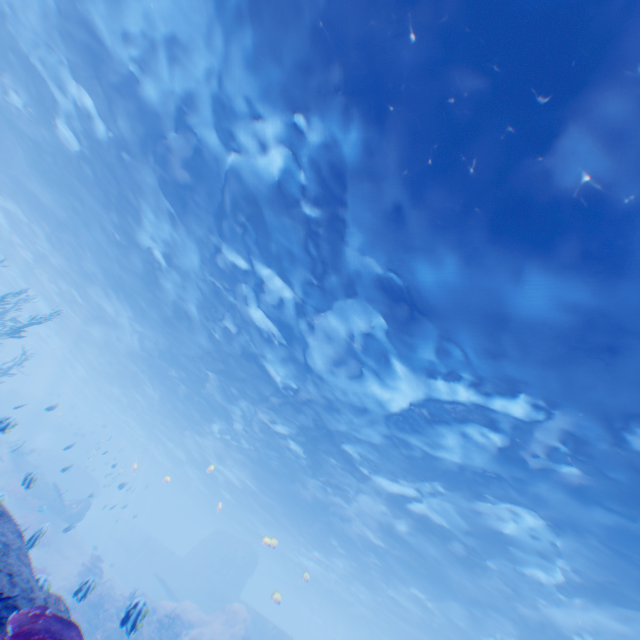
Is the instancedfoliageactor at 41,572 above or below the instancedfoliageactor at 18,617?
below

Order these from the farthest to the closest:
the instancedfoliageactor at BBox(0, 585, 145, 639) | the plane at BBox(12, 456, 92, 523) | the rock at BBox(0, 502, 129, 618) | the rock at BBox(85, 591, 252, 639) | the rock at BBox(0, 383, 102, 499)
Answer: the rock at BBox(0, 383, 102, 499) → the plane at BBox(12, 456, 92, 523) → the rock at BBox(85, 591, 252, 639) → the rock at BBox(0, 502, 129, 618) → the instancedfoliageactor at BBox(0, 585, 145, 639)

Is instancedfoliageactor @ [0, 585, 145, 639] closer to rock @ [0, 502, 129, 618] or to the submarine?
rock @ [0, 502, 129, 618]

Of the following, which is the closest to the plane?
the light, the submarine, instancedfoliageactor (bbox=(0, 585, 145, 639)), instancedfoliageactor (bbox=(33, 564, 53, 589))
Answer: the submarine

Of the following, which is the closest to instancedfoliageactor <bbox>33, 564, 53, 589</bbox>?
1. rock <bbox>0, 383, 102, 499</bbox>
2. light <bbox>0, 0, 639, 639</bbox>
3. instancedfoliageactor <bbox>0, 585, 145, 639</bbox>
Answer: rock <bbox>0, 383, 102, 499</bbox>

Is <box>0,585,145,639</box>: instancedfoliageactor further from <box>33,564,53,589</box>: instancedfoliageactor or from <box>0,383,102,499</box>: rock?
<box>33,564,53,589</box>: instancedfoliageactor

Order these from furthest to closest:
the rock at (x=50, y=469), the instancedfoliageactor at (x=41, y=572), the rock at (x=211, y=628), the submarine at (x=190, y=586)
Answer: the rock at (x=50, y=469), the submarine at (x=190, y=586), the rock at (x=211, y=628), the instancedfoliageactor at (x=41, y=572)

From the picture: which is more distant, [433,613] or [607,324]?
[433,613]
